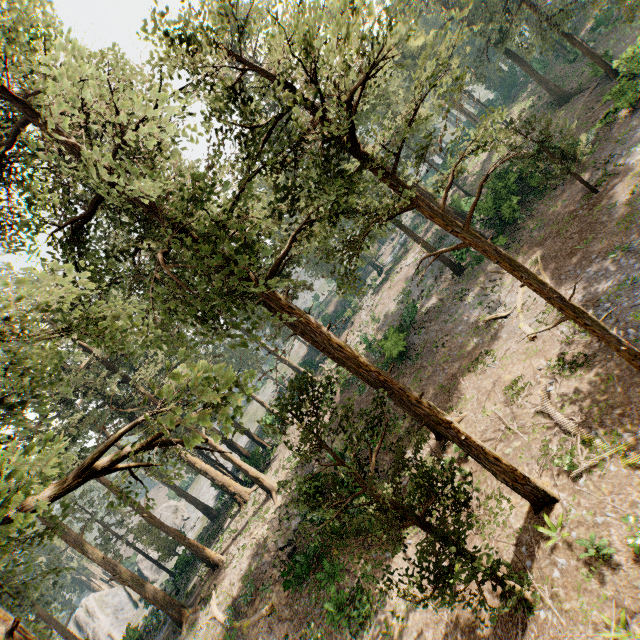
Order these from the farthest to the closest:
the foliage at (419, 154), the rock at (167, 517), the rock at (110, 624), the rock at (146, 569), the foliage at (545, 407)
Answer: the rock at (167, 517) → the rock at (146, 569) → the rock at (110, 624) → the foliage at (545, 407) → the foliage at (419, 154)

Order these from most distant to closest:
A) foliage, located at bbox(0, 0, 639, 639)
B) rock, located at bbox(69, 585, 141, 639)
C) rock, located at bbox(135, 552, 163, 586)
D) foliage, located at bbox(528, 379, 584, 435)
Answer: rock, located at bbox(135, 552, 163, 586), rock, located at bbox(69, 585, 141, 639), foliage, located at bbox(528, 379, 584, 435), foliage, located at bbox(0, 0, 639, 639)

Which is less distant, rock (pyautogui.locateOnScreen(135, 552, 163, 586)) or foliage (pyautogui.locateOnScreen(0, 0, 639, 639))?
foliage (pyautogui.locateOnScreen(0, 0, 639, 639))

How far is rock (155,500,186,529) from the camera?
54.09m

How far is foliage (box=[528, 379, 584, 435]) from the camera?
11.82m

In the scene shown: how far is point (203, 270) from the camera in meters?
7.5

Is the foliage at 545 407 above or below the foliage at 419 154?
below
